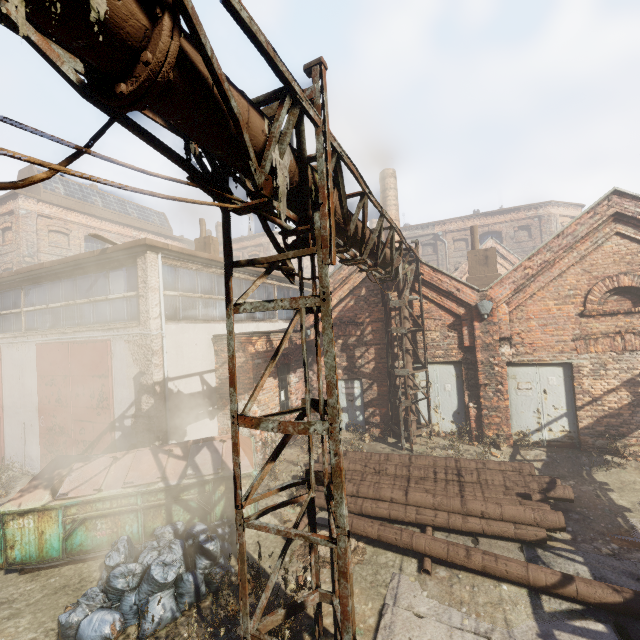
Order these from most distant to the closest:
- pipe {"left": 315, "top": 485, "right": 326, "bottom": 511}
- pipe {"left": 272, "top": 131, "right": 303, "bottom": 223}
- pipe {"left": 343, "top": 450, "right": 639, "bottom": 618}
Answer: pipe {"left": 315, "top": 485, "right": 326, "bottom": 511} → pipe {"left": 343, "top": 450, "right": 639, "bottom": 618} → pipe {"left": 272, "top": 131, "right": 303, "bottom": 223}

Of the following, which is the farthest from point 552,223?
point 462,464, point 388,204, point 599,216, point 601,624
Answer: point 601,624

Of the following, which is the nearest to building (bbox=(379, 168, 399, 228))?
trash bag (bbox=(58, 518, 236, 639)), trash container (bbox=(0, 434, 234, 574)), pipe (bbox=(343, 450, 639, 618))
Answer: pipe (bbox=(343, 450, 639, 618))

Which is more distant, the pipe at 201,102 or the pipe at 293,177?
the pipe at 293,177

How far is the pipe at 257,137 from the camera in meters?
2.5

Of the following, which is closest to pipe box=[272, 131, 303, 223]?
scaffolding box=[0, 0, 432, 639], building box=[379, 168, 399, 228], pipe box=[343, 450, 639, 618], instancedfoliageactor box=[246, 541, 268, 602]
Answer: scaffolding box=[0, 0, 432, 639]

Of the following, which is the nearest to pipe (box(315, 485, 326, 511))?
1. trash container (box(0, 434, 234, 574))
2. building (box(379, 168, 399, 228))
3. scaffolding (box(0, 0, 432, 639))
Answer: trash container (box(0, 434, 234, 574))

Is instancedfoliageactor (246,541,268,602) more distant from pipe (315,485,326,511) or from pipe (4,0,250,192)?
pipe (4,0,250,192)
